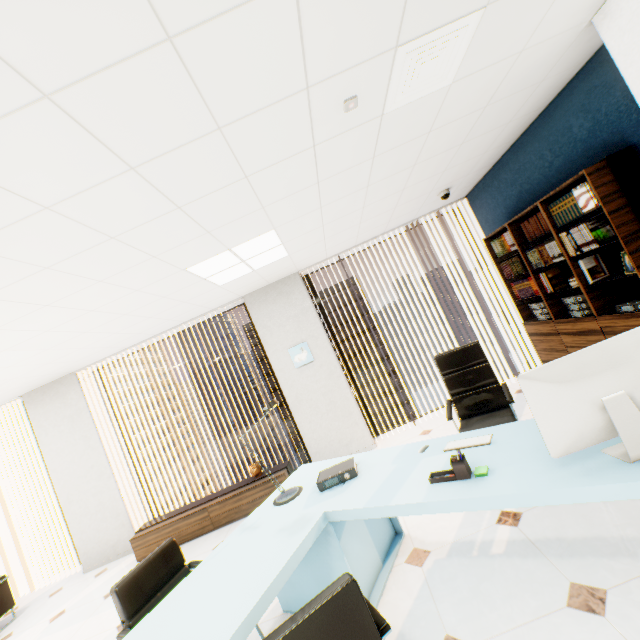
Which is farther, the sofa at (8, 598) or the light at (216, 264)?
the sofa at (8, 598)

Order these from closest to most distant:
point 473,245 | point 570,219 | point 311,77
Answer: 1. point 311,77
2. point 570,219
3. point 473,245

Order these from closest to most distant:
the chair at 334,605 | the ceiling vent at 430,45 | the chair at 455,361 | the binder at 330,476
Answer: the chair at 334,605 < the ceiling vent at 430,45 < the binder at 330,476 < the chair at 455,361

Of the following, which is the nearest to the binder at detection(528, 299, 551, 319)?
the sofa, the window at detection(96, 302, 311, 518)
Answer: the window at detection(96, 302, 311, 518)

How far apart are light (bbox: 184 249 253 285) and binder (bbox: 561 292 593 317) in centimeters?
309cm

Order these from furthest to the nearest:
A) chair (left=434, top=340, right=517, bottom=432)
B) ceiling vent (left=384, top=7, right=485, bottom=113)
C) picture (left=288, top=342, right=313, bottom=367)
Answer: picture (left=288, top=342, right=313, bottom=367) < chair (left=434, top=340, right=517, bottom=432) < ceiling vent (left=384, top=7, right=485, bottom=113)

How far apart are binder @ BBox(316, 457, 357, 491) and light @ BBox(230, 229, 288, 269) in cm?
222

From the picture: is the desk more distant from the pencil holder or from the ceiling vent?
the ceiling vent
